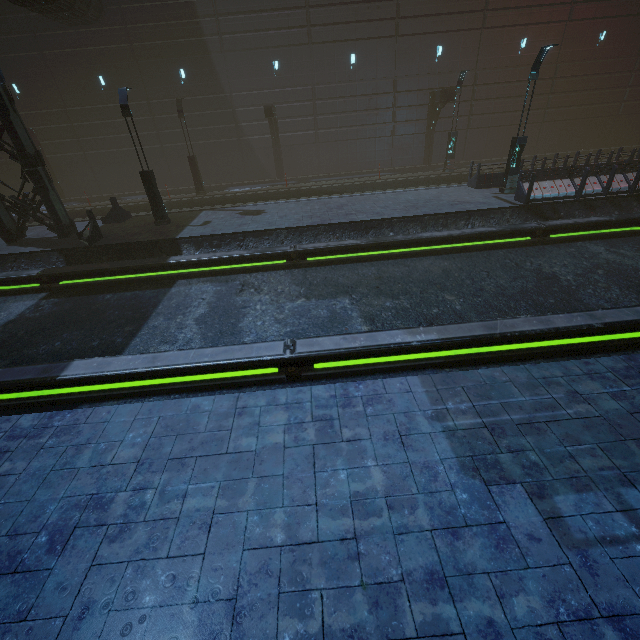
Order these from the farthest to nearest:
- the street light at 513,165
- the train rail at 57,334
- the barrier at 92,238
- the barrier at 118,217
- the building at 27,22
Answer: the building at 27,22 → the barrier at 118,217 → the barrier at 92,238 → the street light at 513,165 → the train rail at 57,334

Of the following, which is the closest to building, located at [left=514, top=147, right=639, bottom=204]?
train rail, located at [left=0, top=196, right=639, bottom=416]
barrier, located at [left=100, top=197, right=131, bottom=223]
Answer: train rail, located at [left=0, top=196, right=639, bottom=416]

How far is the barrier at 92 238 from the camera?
14.0 meters

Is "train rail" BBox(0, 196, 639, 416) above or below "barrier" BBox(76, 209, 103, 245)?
below

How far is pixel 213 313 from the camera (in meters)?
10.27

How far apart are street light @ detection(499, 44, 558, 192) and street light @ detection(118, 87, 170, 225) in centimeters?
1679cm

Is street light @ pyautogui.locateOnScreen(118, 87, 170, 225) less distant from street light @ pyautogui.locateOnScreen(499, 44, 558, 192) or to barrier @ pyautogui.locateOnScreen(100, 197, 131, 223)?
barrier @ pyautogui.locateOnScreen(100, 197, 131, 223)

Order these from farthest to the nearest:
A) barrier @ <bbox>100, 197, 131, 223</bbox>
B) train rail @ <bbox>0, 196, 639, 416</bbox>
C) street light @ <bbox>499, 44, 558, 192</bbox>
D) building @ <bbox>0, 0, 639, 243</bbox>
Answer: building @ <bbox>0, 0, 639, 243</bbox> < barrier @ <bbox>100, 197, 131, 223</bbox> < street light @ <bbox>499, 44, 558, 192</bbox> < train rail @ <bbox>0, 196, 639, 416</bbox>
